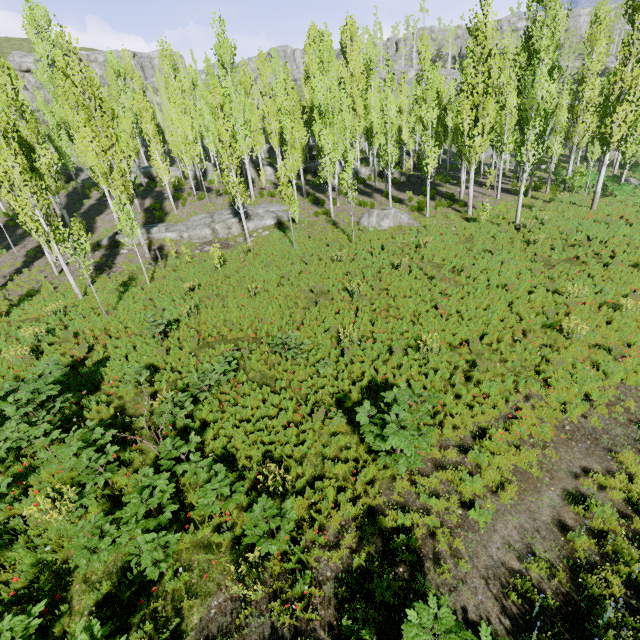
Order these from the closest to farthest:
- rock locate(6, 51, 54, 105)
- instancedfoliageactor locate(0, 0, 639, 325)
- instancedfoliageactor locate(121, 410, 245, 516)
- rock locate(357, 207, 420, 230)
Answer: instancedfoliageactor locate(121, 410, 245, 516) → instancedfoliageactor locate(0, 0, 639, 325) → rock locate(357, 207, 420, 230) → rock locate(6, 51, 54, 105)

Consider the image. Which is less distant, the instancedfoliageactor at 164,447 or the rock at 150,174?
the instancedfoliageactor at 164,447

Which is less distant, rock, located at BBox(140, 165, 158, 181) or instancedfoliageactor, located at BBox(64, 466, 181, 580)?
instancedfoliageactor, located at BBox(64, 466, 181, 580)

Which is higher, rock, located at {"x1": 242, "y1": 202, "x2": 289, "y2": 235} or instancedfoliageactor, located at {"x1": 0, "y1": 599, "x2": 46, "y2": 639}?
rock, located at {"x1": 242, "y1": 202, "x2": 289, "y2": 235}

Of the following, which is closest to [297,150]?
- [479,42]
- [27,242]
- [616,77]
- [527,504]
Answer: [479,42]

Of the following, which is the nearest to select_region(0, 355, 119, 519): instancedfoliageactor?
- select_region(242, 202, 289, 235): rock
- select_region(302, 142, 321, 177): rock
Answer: select_region(302, 142, 321, 177): rock

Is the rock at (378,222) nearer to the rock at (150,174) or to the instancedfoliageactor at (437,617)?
the instancedfoliageactor at (437,617)

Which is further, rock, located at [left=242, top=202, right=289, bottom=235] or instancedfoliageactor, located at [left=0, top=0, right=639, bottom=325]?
rock, located at [left=242, top=202, right=289, bottom=235]
